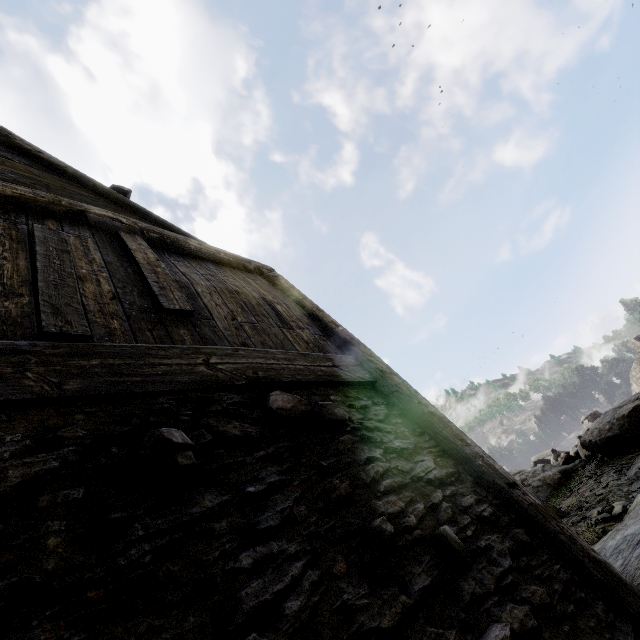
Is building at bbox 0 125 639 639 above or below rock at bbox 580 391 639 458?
above

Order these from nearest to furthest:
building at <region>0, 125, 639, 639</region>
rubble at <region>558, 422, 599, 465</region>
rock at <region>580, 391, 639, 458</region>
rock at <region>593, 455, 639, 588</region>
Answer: building at <region>0, 125, 639, 639</region> < rock at <region>593, 455, 639, 588</region> < rock at <region>580, 391, 639, 458</region> < rubble at <region>558, 422, 599, 465</region>

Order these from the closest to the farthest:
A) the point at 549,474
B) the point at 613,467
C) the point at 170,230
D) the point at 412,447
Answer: the point at 412,447, the point at 170,230, the point at 613,467, the point at 549,474

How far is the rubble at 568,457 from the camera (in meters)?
10.86

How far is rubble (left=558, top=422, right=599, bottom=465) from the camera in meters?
10.9 m

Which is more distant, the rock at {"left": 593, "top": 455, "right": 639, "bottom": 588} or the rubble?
the rubble

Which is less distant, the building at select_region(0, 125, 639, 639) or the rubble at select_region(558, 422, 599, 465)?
the building at select_region(0, 125, 639, 639)

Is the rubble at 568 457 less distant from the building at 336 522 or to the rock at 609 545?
the rock at 609 545
